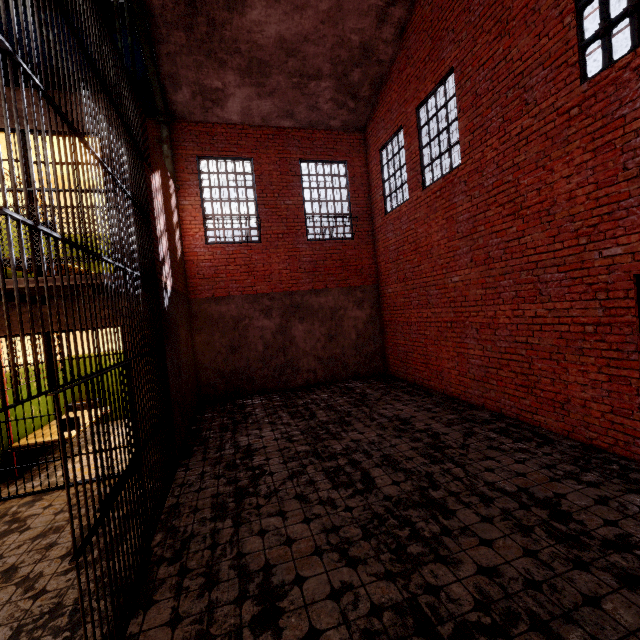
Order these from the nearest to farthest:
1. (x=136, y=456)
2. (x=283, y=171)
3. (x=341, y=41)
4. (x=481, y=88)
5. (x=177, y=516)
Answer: (x=136, y=456)
(x=177, y=516)
(x=481, y=88)
(x=341, y=41)
(x=283, y=171)

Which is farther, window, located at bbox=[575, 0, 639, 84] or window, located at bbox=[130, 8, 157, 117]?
window, located at bbox=[130, 8, 157, 117]

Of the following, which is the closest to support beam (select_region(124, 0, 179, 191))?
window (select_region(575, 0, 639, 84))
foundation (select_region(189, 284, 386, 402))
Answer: foundation (select_region(189, 284, 386, 402))

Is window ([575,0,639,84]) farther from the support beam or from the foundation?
the foundation

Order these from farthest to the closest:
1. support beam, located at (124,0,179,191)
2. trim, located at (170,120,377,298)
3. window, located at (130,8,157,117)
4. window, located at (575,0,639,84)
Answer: trim, located at (170,120,377,298)
window, located at (130,8,157,117)
support beam, located at (124,0,179,191)
window, located at (575,0,639,84)

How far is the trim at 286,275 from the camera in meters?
9.1 m

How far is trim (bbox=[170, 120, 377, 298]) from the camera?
9.1m

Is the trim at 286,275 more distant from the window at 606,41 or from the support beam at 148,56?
the window at 606,41
